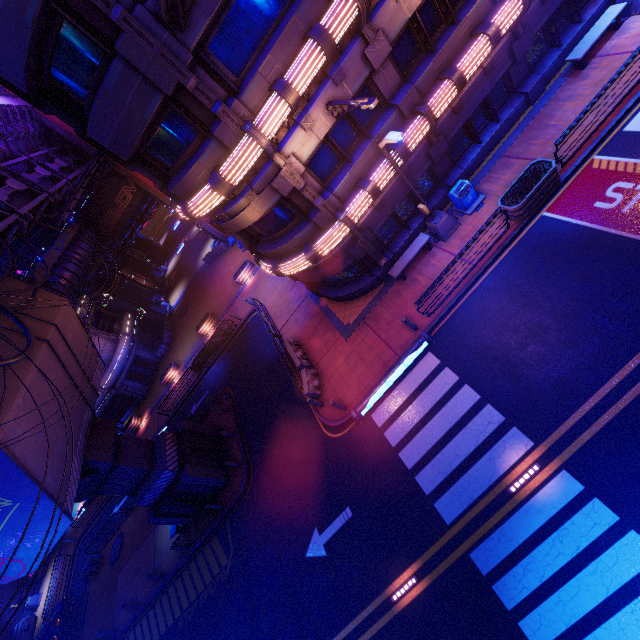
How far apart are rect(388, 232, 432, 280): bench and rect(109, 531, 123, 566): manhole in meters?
27.8

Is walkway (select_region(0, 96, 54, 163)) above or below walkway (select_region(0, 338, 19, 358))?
above

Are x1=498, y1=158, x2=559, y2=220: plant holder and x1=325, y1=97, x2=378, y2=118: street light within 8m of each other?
yes

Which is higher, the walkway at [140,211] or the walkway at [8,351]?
the walkway at [8,351]

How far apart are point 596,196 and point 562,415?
8.0 meters

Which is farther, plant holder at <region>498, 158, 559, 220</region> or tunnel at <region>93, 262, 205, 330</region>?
tunnel at <region>93, 262, 205, 330</region>

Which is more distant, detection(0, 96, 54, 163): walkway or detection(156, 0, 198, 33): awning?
detection(0, 96, 54, 163): walkway

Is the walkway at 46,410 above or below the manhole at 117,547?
above
